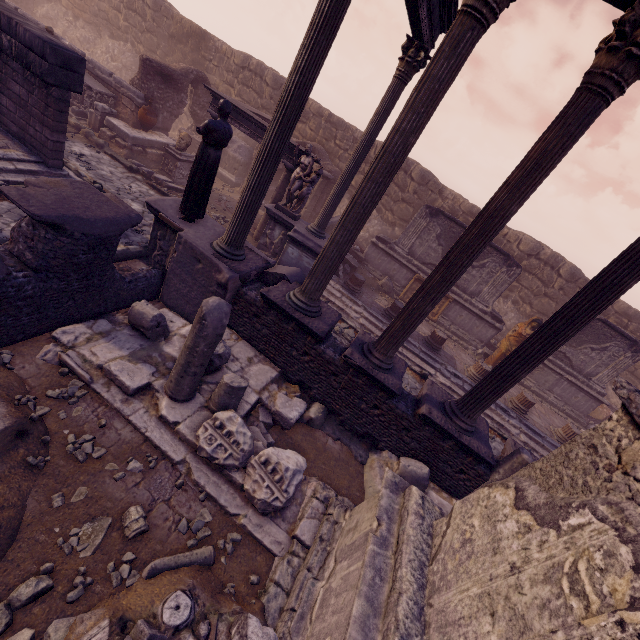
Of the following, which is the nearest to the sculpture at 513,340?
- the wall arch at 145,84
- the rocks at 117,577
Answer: the rocks at 117,577

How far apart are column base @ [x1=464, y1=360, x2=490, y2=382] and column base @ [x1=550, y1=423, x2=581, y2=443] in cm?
275

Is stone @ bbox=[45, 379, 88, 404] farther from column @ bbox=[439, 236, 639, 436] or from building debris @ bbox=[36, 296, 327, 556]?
column @ bbox=[439, 236, 639, 436]

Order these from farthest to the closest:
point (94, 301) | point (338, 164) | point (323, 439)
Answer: point (338, 164) → point (323, 439) → point (94, 301)

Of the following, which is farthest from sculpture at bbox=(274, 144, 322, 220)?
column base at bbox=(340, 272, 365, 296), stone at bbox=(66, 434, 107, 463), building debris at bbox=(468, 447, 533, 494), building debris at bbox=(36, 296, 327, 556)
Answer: stone at bbox=(66, 434, 107, 463)

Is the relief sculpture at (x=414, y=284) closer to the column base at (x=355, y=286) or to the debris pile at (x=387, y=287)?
the debris pile at (x=387, y=287)

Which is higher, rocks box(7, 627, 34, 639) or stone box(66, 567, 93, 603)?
rocks box(7, 627, 34, 639)

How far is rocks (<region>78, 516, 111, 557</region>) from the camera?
3.3 meters
